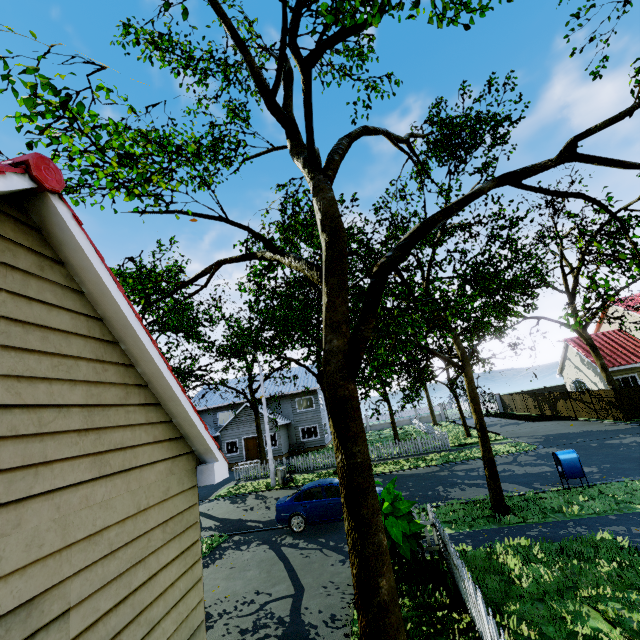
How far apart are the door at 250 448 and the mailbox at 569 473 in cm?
2535

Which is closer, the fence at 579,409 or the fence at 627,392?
the fence at 627,392

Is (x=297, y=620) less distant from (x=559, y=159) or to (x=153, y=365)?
(x=153, y=365)

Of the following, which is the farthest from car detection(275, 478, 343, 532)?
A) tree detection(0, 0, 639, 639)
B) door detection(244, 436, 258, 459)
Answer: door detection(244, 436, 258, 459)

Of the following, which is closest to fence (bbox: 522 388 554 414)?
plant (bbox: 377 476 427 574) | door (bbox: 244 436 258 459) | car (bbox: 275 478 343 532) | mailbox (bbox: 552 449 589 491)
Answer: plant (bbox: 377 476 427 574)

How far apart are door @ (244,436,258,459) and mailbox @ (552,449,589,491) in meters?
25.4 m

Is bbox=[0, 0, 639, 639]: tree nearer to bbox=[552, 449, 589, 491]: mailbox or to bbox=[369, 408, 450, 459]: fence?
bbox=[369, 408, 450, 459]: fence

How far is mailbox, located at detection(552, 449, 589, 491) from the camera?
11.1 meters
